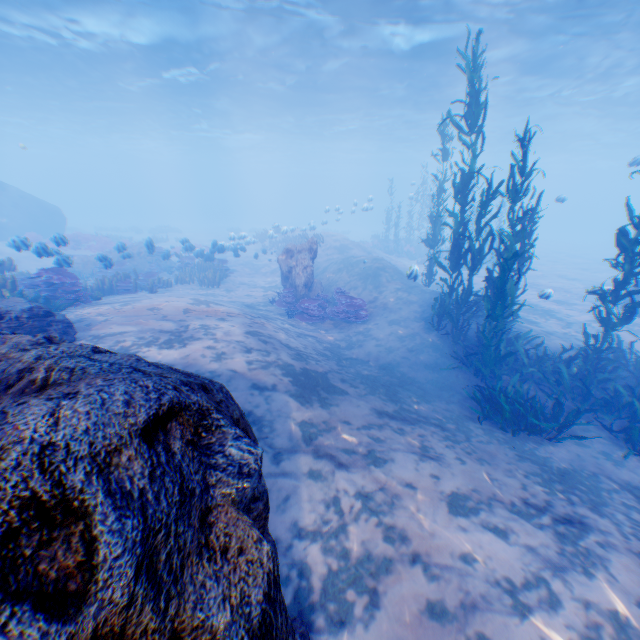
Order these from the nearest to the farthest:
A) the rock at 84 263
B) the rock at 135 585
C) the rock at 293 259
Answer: the rock at 135 585 → the rock at 293 259 → the rock at 84 263

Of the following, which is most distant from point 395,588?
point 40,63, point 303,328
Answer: point 40,63

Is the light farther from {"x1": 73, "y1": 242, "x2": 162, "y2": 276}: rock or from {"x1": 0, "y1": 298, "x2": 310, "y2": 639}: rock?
{"x1": 73, "y1": 242, "x2": 162, "y2": 276}: rock

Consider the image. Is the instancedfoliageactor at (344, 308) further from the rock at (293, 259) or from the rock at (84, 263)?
the rock at (84, 263)

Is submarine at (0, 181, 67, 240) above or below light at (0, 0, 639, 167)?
below

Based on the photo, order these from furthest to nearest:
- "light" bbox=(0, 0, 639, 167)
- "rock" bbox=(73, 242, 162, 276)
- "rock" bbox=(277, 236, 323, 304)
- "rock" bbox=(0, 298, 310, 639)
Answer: "light" bbox=(0, 0, 639, 167)
"rock" bbox=(73, 242, 162, 276)
"rock" bbox=(277, 236, 323, 304)
"rock" bbox=(0, 298, 310, 639)

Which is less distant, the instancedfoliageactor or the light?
the instancedfoliageactor

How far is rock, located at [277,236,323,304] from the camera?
13.27m
